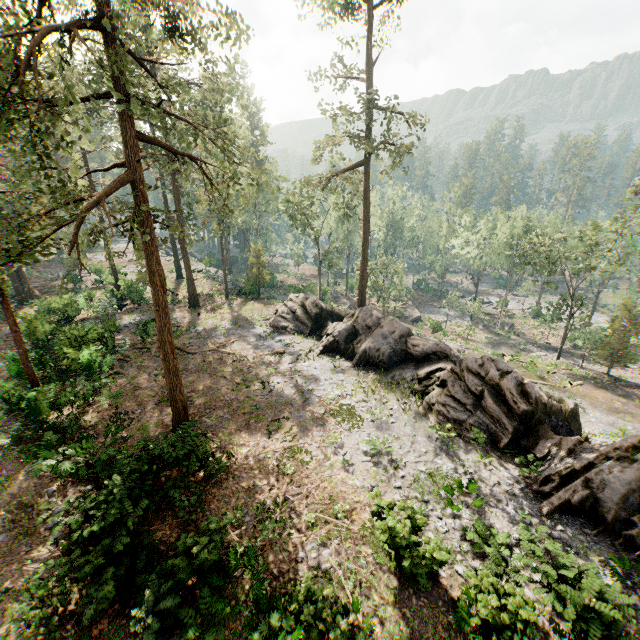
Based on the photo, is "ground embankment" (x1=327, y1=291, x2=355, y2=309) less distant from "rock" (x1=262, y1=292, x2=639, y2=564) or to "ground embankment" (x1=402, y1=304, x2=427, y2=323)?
"ground embankment" (x1=402, y1=304, x2=427, y2=323)

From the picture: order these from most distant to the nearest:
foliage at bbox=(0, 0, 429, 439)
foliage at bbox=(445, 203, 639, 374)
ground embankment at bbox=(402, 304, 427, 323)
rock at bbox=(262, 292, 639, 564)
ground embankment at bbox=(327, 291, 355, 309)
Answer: ground embankment at bbox=(402, 304, 427, 323)
ground embankment at bbox=(327, 291, 355, 309)
foliage at bbox=(445, 203, 639, 374)
rock at bbox=(262, 292, 639, 564)
foliage at bbox=(0, 0, 429, 439)

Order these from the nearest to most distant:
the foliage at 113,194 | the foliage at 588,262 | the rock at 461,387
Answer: the foliage at 113,194, the rock at 461,387, the foliage at 588,262

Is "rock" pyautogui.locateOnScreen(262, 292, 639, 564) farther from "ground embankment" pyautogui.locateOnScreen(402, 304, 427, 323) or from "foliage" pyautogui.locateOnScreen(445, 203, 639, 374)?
"ground embankment" pyautogui.locateOnScreen(402, 304, 427, 323)

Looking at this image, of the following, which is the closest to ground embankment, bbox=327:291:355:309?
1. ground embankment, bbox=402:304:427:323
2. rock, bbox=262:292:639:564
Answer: ground embankment, bbox=402:304:427:323

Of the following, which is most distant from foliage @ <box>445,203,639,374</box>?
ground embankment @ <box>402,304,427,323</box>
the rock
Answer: ground embankment @ <box>402,304,427,323</box>

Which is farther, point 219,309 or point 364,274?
point 219,309

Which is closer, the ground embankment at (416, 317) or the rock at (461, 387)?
the rock at (461, 387)
